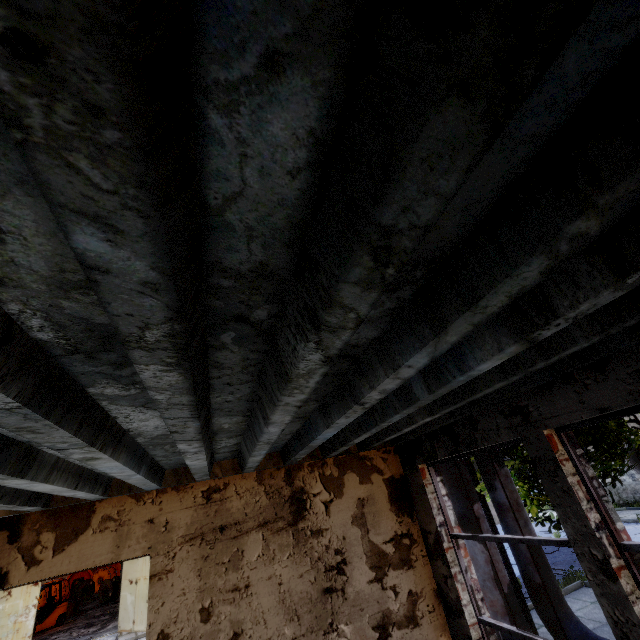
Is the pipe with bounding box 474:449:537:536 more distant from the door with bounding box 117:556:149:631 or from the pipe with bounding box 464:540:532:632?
the door with bounding box 117:556:149:631

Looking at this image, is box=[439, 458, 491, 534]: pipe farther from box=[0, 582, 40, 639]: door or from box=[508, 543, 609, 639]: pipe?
box=[0, 582, 40, 639]: door

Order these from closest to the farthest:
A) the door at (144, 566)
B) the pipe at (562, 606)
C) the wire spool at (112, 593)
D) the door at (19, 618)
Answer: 1. the pipe at (562, 606)
2. the door at (19, 618)
3. the door at (144, 566)
4. the wire spool at (112, 593)

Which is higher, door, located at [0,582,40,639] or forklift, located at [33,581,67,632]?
door, located at [0,582,40,639]

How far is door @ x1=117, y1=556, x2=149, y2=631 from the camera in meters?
15.2 m

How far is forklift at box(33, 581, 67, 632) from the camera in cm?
1917

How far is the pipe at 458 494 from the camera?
6.2 meters

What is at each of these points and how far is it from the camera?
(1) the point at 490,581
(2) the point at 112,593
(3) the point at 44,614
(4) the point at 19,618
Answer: (1) pipe, 5.8m
(2) wire spool, 23.8m
(3) forklift, 19.5m
(4) door, 14.5m
